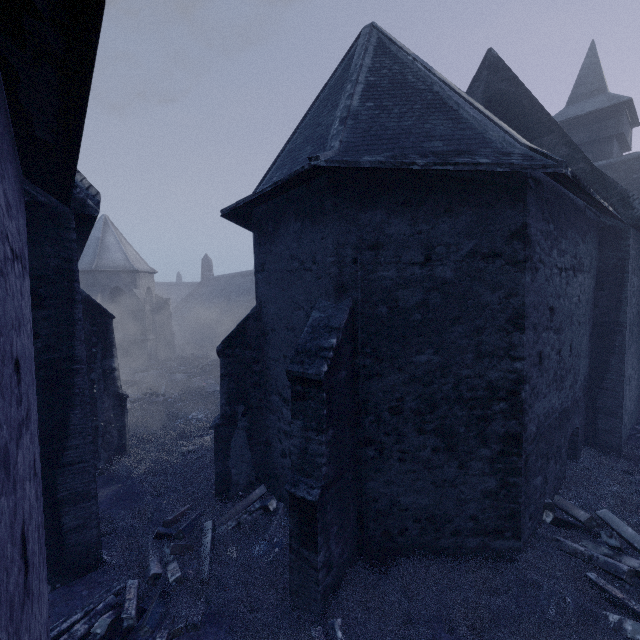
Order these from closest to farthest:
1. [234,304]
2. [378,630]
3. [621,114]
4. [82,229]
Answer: [378,630], [82,229], [621,114], [234,304]
